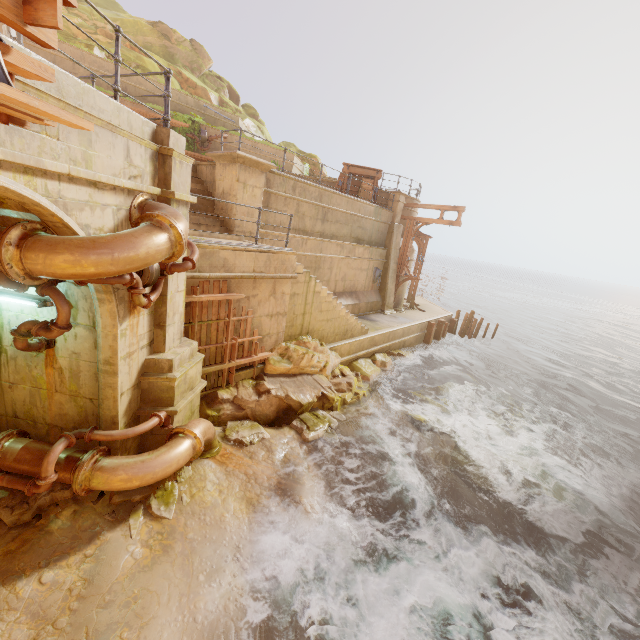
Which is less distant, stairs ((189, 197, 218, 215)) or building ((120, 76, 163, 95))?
stairs ((189, 197, 218, 215))

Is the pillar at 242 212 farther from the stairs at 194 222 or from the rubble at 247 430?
the rubble at 247 430

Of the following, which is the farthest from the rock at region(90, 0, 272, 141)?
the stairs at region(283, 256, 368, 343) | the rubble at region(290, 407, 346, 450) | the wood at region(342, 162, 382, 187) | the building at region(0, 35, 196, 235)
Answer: the rubble at region(290, 407, 346, 450)

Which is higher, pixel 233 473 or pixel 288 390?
pixel 288 390

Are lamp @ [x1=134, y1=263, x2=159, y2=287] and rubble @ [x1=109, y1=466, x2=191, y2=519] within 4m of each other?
yes

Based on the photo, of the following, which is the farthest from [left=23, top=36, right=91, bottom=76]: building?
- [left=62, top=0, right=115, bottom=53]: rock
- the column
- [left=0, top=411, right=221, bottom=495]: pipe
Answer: the column

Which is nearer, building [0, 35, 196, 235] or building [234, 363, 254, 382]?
building [0, 35, 196, 235]

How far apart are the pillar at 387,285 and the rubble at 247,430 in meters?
12.0 m
